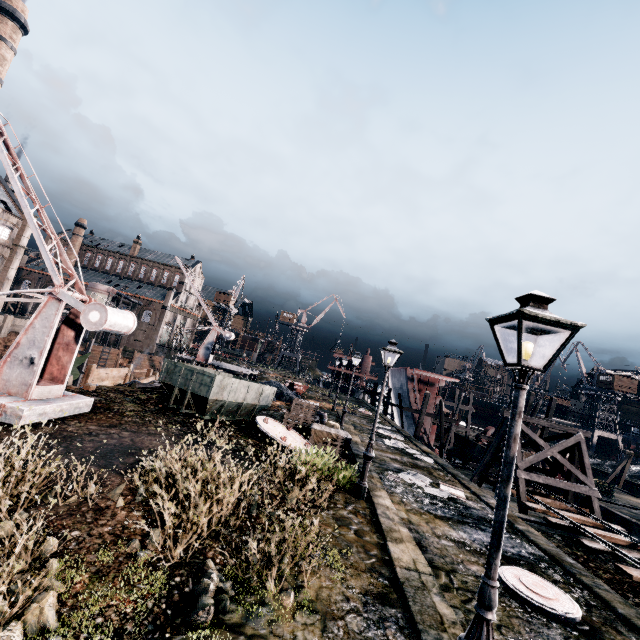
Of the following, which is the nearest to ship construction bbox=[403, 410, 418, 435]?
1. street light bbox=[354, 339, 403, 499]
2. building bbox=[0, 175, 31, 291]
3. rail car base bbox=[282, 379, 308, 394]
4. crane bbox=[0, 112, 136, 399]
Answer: rail car base bbox=[282, 379, 308, 394]

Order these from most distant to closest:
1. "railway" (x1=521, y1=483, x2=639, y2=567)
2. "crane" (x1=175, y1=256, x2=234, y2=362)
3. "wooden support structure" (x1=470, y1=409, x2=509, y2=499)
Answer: "crane" (x1=175, y1=256, x2=234, y2=362)
"wooden support structure" (x1=470, y1=409, x2=509, y2=499)
"railway" (x1=521, y1=483, x2=639, y2=567)

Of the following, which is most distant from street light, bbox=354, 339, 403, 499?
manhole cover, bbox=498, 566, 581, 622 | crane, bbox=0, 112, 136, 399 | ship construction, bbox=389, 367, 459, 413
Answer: ship construction, bbox=389, 367, 459, 413

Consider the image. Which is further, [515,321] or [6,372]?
[6,372]

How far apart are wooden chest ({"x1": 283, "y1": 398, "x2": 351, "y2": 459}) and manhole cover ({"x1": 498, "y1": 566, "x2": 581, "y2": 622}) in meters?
8.2 m

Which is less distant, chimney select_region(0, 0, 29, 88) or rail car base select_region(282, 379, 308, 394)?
rail car base select_region(282, 379, 308, 394)

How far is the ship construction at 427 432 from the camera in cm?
3572

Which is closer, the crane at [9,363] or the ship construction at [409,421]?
the crane at [9,363]
